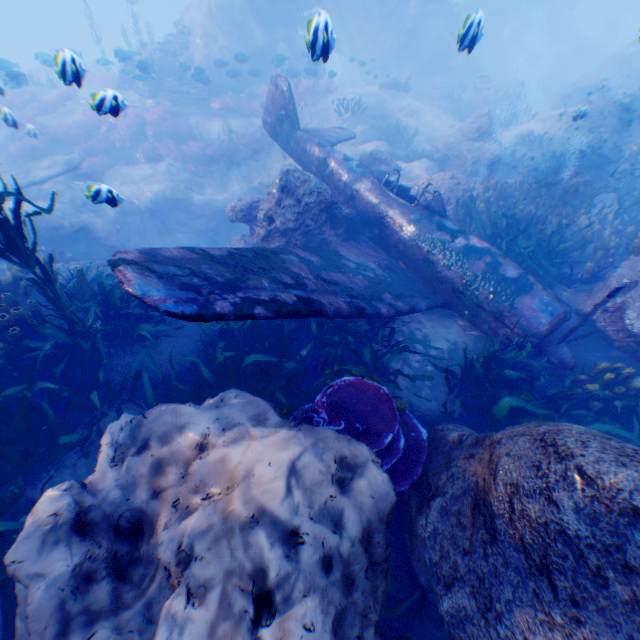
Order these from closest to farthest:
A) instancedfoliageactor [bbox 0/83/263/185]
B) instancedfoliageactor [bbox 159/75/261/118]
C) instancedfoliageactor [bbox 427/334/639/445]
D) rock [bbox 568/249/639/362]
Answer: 1. instancedfoliageactor [bbox 427/334/639/445]
2. rock [bbox 568/249/639/362]
3. instancedfoliageactor [bbox 0/83/263/185]
4. instancedfoliageactor [bbox 159/75/261/118]

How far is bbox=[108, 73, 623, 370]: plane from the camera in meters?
3.5 m

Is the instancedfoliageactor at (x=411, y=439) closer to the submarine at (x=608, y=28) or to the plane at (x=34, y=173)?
the plane at (x=34, y=173)

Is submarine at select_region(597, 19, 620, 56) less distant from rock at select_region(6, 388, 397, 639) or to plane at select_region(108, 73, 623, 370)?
rock at select_region(6, 388, 397, 639)

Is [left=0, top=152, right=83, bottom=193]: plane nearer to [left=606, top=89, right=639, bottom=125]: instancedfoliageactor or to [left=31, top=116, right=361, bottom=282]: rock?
[left=31, top=116, right=361, bottom=282]: rock

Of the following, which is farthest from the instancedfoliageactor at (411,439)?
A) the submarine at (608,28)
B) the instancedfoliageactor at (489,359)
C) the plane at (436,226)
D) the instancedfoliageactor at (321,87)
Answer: the submarine at (608,28)

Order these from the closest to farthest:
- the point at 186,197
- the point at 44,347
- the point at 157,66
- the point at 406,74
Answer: the point at 44,347
the point at 186,197
the point at 157,66
the point at 406,74
